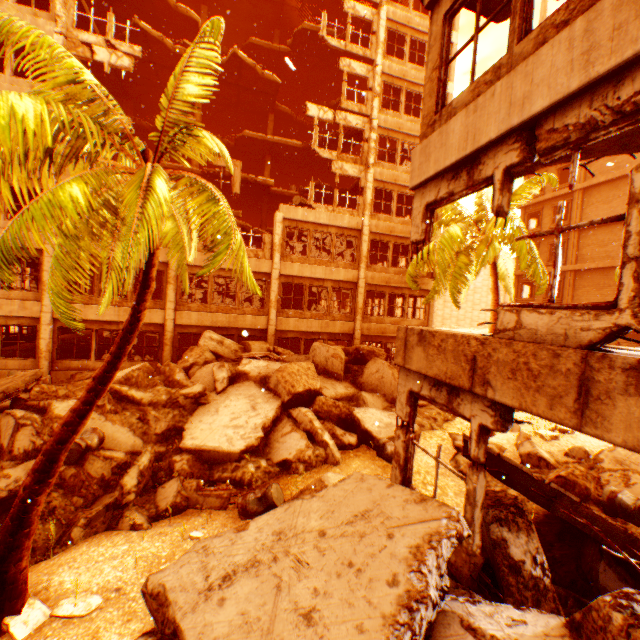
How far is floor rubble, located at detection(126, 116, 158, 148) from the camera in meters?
20.6

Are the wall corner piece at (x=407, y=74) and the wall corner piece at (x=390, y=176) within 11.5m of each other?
yes

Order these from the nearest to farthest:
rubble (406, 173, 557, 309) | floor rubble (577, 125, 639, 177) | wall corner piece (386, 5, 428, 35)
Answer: floor rubble (577, 125, 639, 177) < rubble (406, 173, 557, 309) < wall corner piece (386, 5, 428, 35)

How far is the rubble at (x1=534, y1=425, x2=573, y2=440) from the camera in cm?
1089

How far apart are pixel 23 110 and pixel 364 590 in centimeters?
634cm

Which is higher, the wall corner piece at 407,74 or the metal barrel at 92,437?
the wall corner piece at 407,74

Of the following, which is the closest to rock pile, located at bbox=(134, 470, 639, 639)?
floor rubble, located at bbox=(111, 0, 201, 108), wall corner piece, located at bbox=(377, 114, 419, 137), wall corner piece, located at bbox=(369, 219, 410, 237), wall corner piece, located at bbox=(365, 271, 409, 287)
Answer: wall corner piece, located at bbox=(365, 271, 409, 287)

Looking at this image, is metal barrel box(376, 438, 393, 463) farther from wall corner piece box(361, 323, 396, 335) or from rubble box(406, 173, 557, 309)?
wall corner piece box(361, 323, 396, 335)
